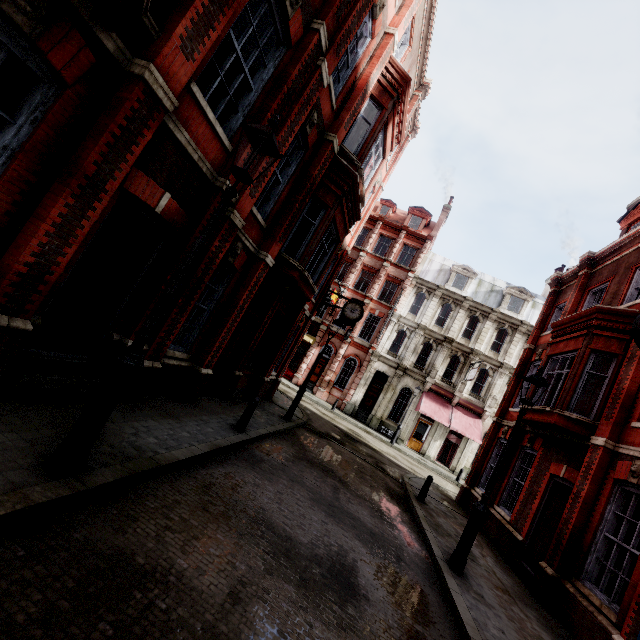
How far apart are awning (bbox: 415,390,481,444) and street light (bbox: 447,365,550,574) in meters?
18.2

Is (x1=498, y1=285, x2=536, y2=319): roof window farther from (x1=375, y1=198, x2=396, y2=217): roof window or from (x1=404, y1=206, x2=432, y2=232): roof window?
(x1=375, y1=198, x2=396, y2=217): roof window

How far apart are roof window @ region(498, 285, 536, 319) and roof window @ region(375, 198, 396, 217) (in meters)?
13.38

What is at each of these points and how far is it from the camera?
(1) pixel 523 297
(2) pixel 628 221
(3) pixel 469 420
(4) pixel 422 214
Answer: (1) roof window, 28.7m
(2) roof window, 14.3m
(3) awning, 25.4m
(4) roof window, 32.8m

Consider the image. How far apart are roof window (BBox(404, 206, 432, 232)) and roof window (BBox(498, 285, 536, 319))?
9.4 meters

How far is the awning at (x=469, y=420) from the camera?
24.3 meters

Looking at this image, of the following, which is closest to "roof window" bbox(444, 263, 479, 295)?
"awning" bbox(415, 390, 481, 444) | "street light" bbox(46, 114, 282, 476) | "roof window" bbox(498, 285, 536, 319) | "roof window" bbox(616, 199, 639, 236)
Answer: "roof window" bbox(498, 285, 536, 319)

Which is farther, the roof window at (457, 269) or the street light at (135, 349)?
the roof window at (457, 269)
